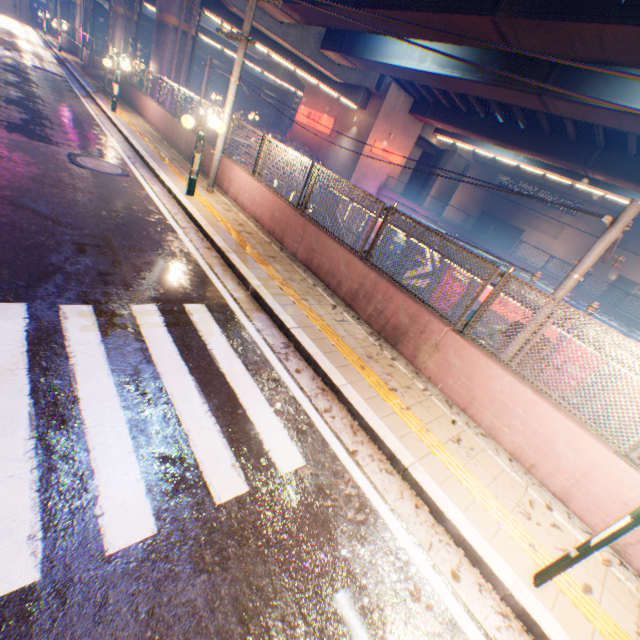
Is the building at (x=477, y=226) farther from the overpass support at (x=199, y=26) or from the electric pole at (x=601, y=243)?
the electric pole at (x=601, y=243)

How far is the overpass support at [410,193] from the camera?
40.92m

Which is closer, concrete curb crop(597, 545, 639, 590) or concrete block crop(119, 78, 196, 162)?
concrete curb crop(597, 545, 639, 590)

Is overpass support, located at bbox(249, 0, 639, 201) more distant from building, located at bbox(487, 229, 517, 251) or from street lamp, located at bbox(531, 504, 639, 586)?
building, located at bbox(487, 229, 517, 251)

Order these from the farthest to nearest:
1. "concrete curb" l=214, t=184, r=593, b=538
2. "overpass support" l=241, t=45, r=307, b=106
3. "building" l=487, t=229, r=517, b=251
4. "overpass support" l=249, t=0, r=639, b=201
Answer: "building" l=487, t=229, r=517, b=251
"overpass support" l=241, t=45, r=307, b=106
"overpass support" l=249, t=0, r=639, b=201
"concrete curb" l=214, t=184, r=593, b=538

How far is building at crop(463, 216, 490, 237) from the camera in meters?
47.6

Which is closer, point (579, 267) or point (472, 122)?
point (579, 267)
